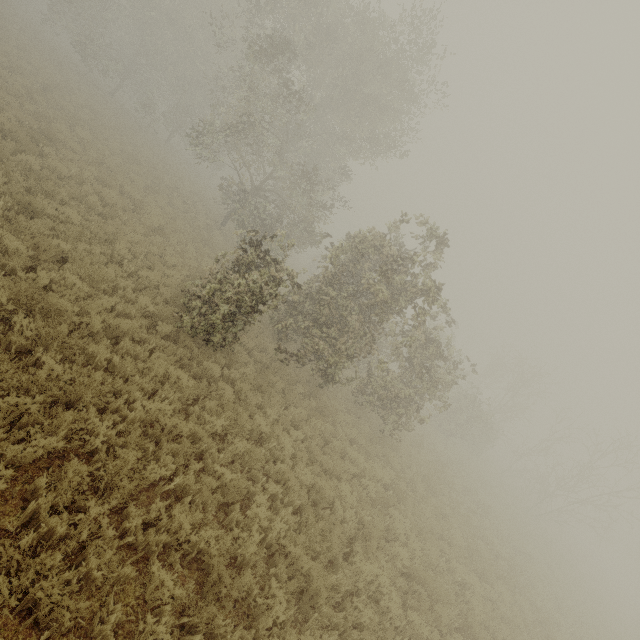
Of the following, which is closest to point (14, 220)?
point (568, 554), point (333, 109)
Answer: point (333, 109)
